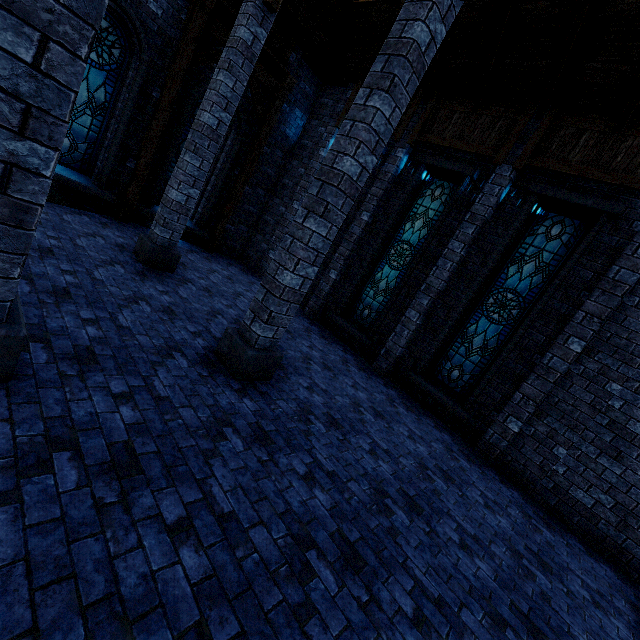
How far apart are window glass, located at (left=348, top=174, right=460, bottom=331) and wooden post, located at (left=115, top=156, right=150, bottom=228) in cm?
677

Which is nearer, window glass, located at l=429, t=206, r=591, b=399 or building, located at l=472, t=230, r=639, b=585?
building, located at l=472, t=230, r=639, b=585

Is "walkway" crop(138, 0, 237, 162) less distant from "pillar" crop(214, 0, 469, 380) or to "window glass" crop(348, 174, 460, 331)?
"window glass" crop(348, 174, 460, 331)

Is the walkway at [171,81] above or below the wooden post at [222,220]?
above

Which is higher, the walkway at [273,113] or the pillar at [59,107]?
the walkway at [273,113]

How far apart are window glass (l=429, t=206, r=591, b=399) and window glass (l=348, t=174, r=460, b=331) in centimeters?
188cm

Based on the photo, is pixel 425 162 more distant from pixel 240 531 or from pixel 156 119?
Result: pixel 240 531

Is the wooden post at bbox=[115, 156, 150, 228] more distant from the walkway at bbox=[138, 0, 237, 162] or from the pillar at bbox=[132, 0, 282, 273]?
the pillar at bbox=[132, 0, 282, 273]
